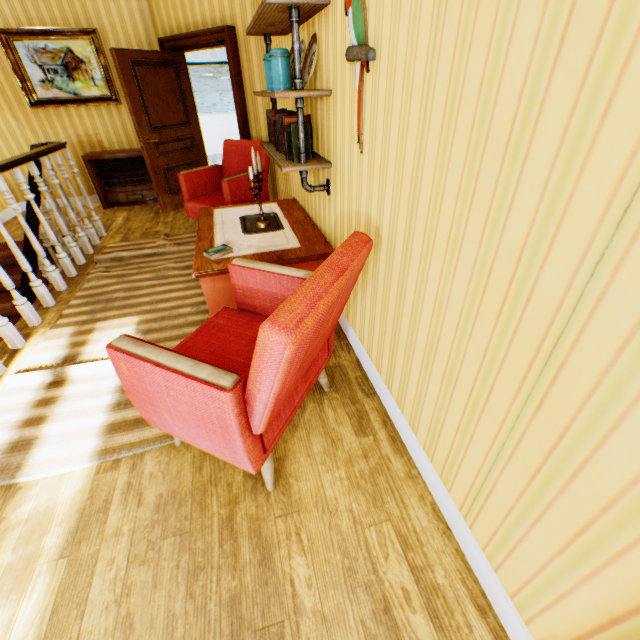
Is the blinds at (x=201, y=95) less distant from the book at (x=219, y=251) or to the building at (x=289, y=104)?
the building at (x=289, y=104)

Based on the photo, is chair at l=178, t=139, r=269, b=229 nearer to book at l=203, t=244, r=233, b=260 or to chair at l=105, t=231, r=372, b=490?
book at l=203, t=244, r=233, b=260

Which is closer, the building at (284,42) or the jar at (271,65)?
the jar at (271,65)

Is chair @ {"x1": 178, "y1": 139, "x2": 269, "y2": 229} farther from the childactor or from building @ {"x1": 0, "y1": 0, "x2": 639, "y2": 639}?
the childactor

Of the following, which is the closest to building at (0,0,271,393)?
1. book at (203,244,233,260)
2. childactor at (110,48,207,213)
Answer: childactor at (110,48,207,213)

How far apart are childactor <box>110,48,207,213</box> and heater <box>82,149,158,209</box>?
0.49m

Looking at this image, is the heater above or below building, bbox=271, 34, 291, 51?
below

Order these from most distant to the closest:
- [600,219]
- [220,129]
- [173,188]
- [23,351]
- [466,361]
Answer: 1. [220,129]
2. [173,188]
3. [23,351]
4. [466,361]
5. [600,219]
